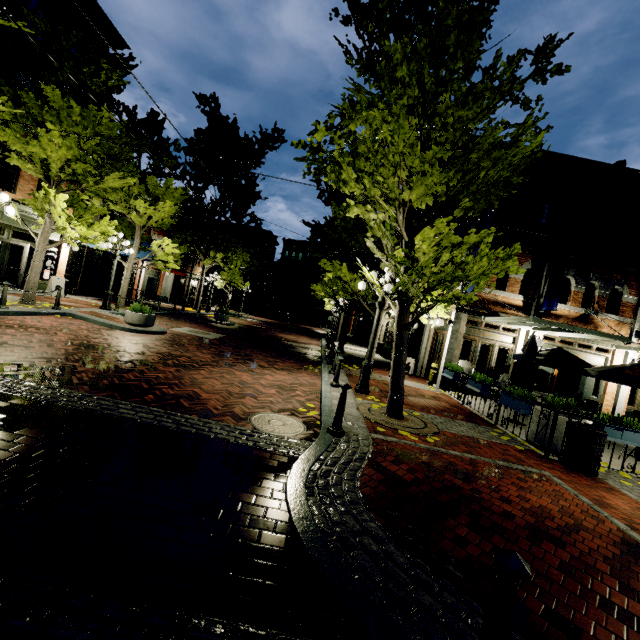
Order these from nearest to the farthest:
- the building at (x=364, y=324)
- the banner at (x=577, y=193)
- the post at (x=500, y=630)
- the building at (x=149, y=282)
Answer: the post at (x=500, y=630)
the banner at (x=577, y=193)
the building at (x=149, y=282)
the building at (x=364, y=324)

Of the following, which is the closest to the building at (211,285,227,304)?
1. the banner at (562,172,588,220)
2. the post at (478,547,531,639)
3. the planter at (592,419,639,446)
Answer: the banner at (562,172,588,220)

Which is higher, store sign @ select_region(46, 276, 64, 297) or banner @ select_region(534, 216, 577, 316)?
banner @ select_region(534, 216, 577, 316)

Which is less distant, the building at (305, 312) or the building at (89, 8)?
the building at (89, 8)

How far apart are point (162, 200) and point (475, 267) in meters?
17.1 m

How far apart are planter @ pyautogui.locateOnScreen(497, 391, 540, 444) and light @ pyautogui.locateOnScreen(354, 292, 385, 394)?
3.24m

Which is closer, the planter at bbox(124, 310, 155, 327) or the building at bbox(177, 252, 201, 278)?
the planter at bbox(124, 310, 155, 327)

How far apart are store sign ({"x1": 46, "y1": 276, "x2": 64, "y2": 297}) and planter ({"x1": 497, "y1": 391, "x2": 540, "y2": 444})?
19.2m
